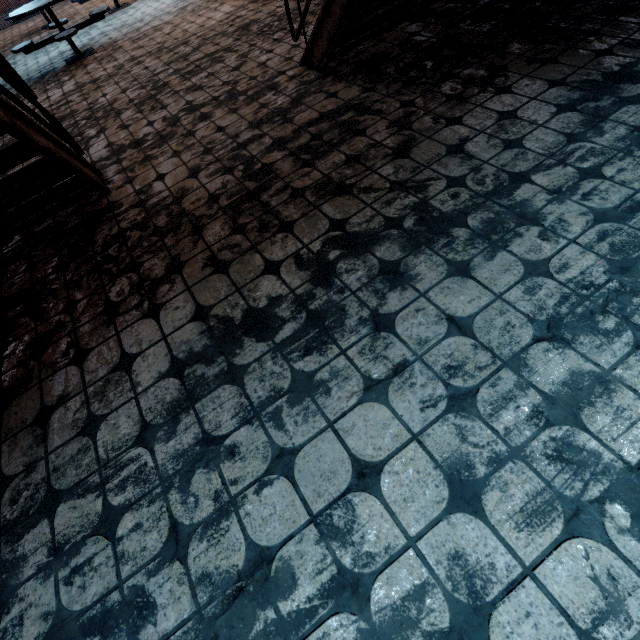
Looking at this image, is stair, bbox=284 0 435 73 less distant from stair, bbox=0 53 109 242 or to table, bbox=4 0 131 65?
stair, bbox=0 53 109 242

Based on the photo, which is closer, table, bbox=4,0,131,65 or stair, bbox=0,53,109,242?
stair, bbox=0,53,109,242

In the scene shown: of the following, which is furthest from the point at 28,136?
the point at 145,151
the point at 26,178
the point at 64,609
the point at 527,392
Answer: the point at 527,392

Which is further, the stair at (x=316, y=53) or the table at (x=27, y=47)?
the table at (x=27, y=47)

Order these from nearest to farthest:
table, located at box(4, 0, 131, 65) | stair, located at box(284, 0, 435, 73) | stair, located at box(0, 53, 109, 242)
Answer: stair, located at box(0, 53, 109, 242)
stair, located at box(284, 0, 435, 73)
table, located at box(4, 0, 131, 65)

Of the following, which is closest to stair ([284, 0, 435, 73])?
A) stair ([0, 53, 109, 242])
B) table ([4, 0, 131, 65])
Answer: stair ([0, 53, 109, 242])

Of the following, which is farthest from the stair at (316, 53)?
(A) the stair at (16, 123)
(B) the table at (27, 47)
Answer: (B) the table at (27, 47)
